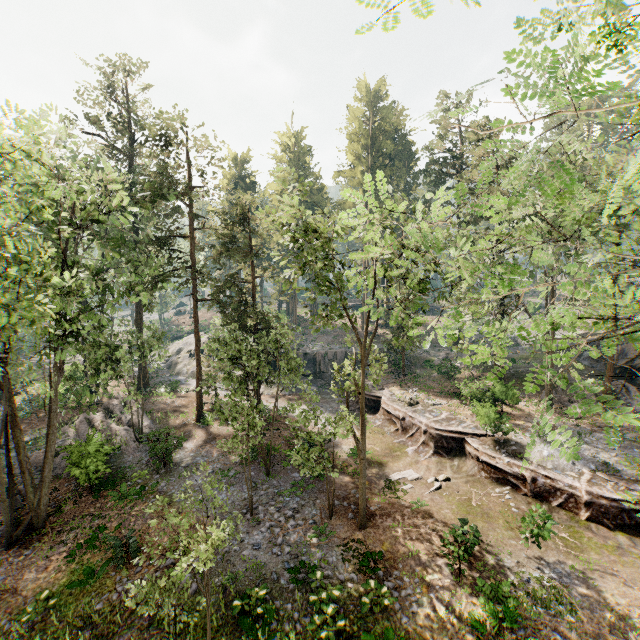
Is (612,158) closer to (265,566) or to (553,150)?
(553,150)

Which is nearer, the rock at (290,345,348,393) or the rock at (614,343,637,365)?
the rock at (614,343,637,365)

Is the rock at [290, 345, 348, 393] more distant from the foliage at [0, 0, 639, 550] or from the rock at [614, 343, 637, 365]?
the rock at [614, 343, 637, 365]

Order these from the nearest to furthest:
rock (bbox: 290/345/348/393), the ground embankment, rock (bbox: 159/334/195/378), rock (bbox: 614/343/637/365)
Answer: A: the ground embankment → rock (bbox: 614/343/637/365) → rock (bbox: 290/345/348/393) → rock (bbox: 159/334/195/378)

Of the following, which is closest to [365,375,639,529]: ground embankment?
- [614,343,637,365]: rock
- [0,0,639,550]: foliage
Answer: [0,0,639,550]: foliage

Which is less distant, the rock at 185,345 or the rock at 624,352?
the rock at 624,352

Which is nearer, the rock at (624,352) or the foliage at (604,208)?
the foliage at (604,208)

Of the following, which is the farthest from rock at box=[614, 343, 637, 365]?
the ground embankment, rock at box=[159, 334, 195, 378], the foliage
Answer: rock at box=[159, 334, 195, 378]
